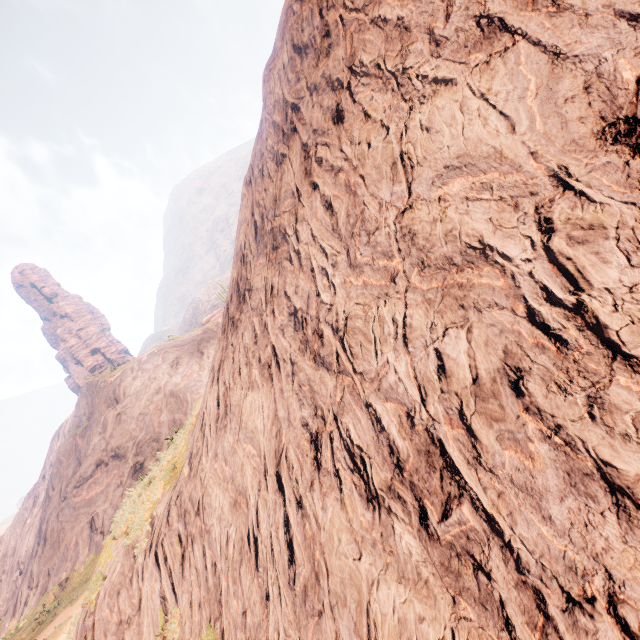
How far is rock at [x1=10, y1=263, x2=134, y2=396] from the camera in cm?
5456

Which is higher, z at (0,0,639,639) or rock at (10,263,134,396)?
rock at (10,263,134,396)

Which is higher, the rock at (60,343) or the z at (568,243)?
the rock at (60,343)

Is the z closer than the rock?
Yes

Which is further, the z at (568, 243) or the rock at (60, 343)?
the rock at (60, 343)

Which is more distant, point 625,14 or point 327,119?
point 327,119
